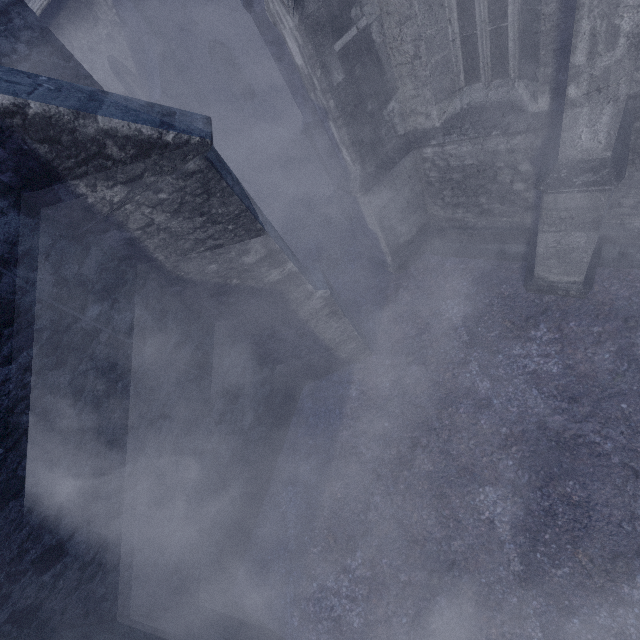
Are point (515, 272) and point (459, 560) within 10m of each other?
yes
